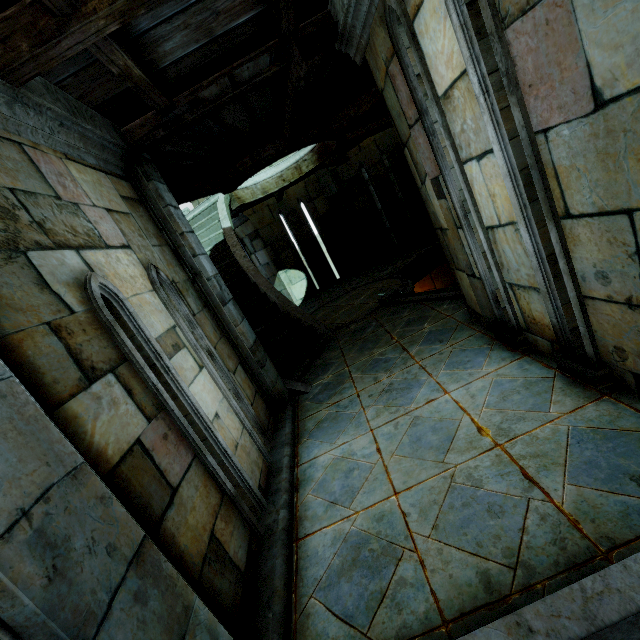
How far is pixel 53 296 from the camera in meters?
2.0
